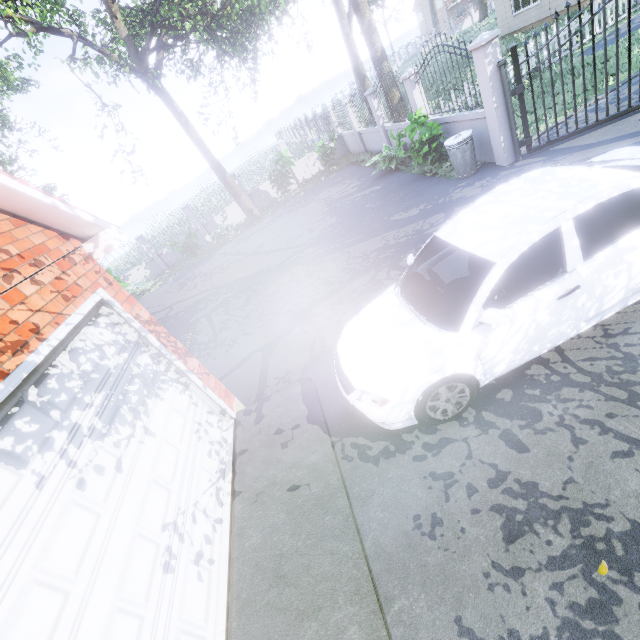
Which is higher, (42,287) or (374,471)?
(42,287)

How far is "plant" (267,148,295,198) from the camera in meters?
15.8

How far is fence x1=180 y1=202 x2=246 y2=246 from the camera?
18.7m

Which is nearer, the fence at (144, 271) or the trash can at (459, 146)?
the trash can at (459, 146)

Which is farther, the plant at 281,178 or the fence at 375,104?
the plant at 281,178

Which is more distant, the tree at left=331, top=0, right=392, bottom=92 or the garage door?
the tree at left=331, top=0, right=392, bottom=92

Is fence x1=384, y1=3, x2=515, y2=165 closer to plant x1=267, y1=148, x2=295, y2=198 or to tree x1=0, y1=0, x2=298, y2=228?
tree x1=0, y1=0, x2=298, y2=228

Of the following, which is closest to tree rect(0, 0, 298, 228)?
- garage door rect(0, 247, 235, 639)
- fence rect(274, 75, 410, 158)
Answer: fence rect(274, 75, 410, 158)
